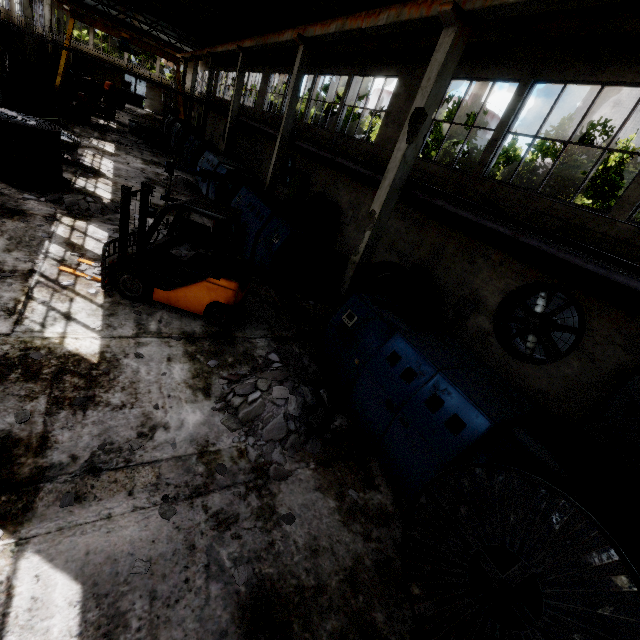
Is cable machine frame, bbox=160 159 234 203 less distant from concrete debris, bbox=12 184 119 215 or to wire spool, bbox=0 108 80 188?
concrete debris, bbox=12 184 119 215

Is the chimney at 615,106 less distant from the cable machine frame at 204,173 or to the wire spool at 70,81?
the cable machine frame at 204,173

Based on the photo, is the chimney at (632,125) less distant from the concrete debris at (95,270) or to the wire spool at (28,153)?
the concrete debris at (95,270)

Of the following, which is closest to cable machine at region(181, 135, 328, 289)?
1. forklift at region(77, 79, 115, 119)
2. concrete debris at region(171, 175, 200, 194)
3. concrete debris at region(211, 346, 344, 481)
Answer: concrete debris at region(211, 346, 344, 481)

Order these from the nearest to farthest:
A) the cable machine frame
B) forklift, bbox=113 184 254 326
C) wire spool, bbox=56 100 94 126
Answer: forklift, bbox=113 184 254 326 < the cable machine frame < wire spool, bbox=56 100 94 126

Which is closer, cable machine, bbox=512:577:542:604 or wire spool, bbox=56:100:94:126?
cable machine, bbox=512:577:542:604

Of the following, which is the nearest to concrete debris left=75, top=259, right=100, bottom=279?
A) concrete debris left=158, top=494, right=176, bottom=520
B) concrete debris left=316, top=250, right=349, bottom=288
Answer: concrete debris left=316, top=250, right=349, bottom=288

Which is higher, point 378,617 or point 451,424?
point 451,424
